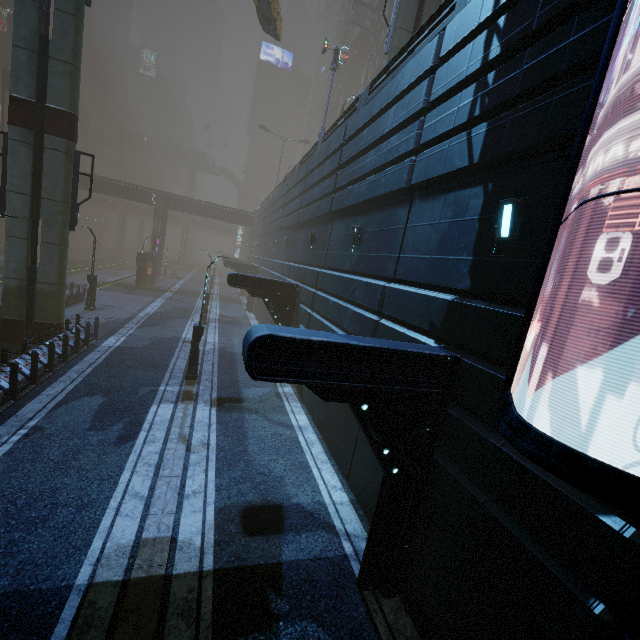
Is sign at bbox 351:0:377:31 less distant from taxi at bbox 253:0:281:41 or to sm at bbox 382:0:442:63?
taxi at bbox 253:0:281:41

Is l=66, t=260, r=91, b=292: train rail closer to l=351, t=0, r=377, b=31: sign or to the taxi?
the taxi

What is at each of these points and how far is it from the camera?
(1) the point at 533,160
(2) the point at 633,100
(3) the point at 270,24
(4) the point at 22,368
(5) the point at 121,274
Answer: (1) building, 4.96m
(2) building, 3.62m
(3) taxi, 23.02m
(4) building, 11.31m
(5) train rail, 51.47m

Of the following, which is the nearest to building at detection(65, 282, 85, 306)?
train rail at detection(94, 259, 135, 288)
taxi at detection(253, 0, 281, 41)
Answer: train rail at detection(94, 259, 135, 288)

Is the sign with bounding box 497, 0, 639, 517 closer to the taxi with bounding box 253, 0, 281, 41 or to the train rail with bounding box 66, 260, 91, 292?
the taxi with bounding box 253, 0, 281, 41

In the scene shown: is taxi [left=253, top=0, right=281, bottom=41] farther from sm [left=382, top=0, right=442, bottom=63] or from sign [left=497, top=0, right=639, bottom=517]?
sign [left=497, top=0, right=639, bottom=517]

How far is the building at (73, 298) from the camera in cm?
2239

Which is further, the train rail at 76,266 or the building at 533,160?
the train rail at 76,266
